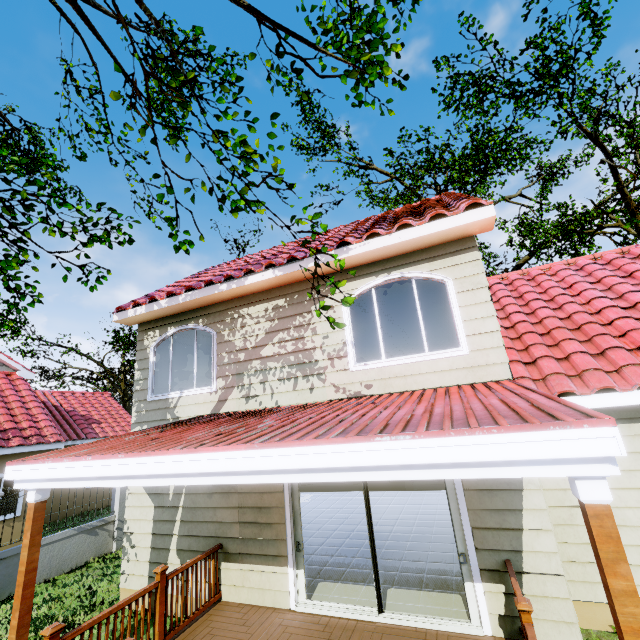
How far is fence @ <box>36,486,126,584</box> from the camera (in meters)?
8.26

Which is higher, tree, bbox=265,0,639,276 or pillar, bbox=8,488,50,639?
tree, bbox=265,0,639,276

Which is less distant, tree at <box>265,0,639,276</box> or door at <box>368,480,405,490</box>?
tree at <box>265,0,639,276</box>

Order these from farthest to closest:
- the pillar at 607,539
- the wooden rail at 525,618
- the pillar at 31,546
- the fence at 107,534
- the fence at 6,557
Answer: the fence at 107,534, the fence at 6,557, the pillar at 31,546, the wooden rail at 525,618, the pillar at 607,539

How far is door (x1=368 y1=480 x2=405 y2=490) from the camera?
12.2m

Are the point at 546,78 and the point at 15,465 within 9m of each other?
no

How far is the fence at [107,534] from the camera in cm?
826

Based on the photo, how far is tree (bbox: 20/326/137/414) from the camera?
22.29m
